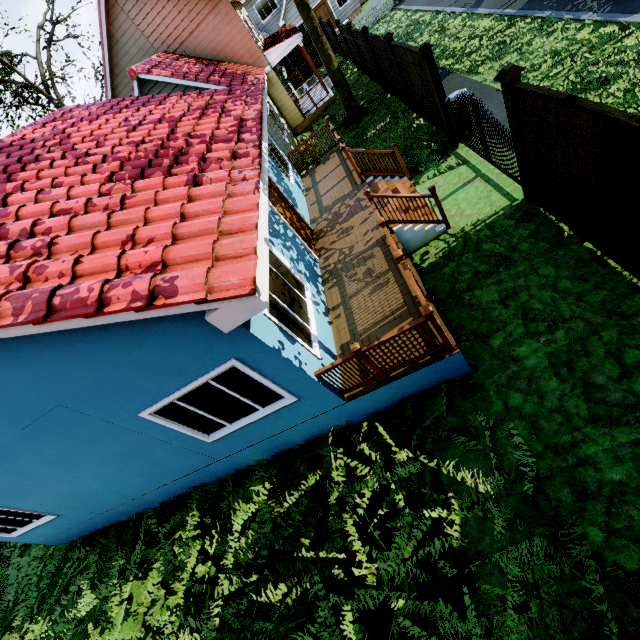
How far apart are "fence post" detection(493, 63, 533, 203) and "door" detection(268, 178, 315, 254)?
4.58m

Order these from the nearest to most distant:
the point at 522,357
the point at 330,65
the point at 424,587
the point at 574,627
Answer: the point at 574,627 → the point at 424,587 → the point at 522,357 → the point at 330,65

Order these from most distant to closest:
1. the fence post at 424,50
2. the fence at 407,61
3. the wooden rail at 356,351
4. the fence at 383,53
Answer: the fence at 383,53
the fence at 407,61
the fence post at 424,50
the wooden rail at 356,351

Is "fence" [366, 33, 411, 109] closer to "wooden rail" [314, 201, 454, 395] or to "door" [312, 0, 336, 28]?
"wooden rail" [314, 201, 454, 395]

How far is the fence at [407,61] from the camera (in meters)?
8.53

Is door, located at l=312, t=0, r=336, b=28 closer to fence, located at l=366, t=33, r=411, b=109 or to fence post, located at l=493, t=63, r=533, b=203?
fence, located at l=366, t=33, r=411, b=109

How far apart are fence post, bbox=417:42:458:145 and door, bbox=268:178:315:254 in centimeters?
447cm

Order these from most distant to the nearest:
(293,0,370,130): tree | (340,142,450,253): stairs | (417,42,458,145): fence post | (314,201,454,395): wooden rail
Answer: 1. (293,0,370,130): tree
2. (417,42,458,145): fence post
3. (340,142,450,253): stairs
4. (314,201,454,395): wooden rail
